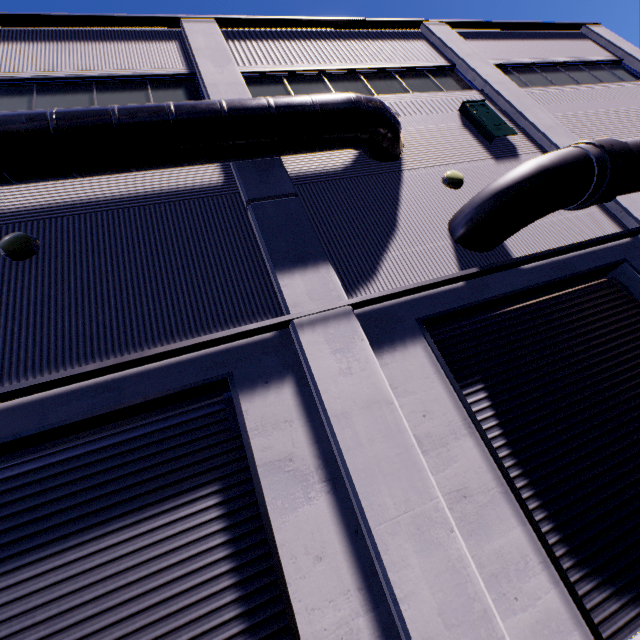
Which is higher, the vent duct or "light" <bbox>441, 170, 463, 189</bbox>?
the vent duct

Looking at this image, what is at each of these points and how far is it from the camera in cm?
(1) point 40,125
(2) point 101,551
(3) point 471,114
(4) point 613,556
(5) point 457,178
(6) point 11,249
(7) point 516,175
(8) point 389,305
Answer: (1) vent duct, 467
(2) roll-up door, 350
(3) electrical box, 841
(4) roll-up door, 412
(5) light, 694
(6) light, 469
(7) pipe, 557
(8) building, 526

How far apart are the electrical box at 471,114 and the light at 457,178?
1.9m

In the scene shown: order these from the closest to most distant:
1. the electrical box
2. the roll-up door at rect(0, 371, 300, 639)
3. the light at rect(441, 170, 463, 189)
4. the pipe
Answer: the roll-up door at rect(0, 371, 300, 639) → the pipe → the light at rect(441, 170, 463, 189) → the electrical box

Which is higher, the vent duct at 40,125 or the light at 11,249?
the vent duct at 40,125

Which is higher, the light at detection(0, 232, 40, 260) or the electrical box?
the electrical box

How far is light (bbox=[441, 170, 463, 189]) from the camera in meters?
6.9 m

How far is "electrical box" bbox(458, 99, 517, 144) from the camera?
8.08m
